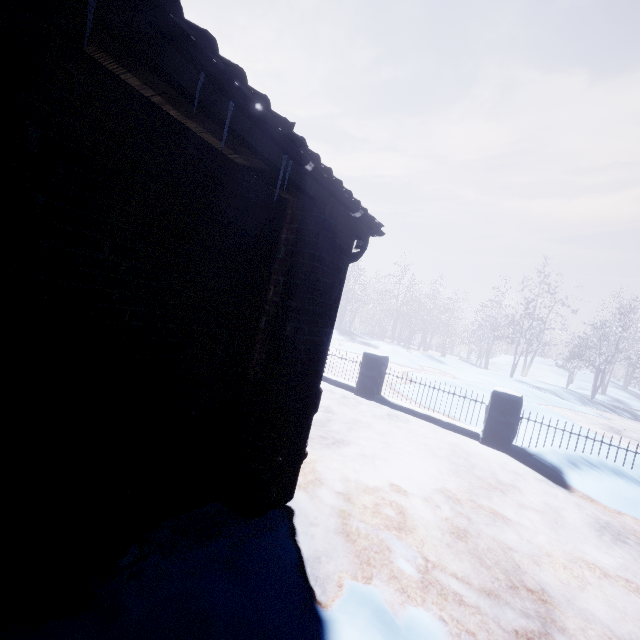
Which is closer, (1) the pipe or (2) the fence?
(1) the pipe

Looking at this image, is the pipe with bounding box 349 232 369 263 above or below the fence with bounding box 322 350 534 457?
above

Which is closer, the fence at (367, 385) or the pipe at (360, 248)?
the pipe at (360, 248)

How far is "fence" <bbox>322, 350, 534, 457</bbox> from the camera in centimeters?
500cm

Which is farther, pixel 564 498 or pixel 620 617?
pixel 564 498

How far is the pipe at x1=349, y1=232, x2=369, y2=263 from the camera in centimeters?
273cm

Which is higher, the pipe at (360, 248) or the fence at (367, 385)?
the pipe at (360, 248)
